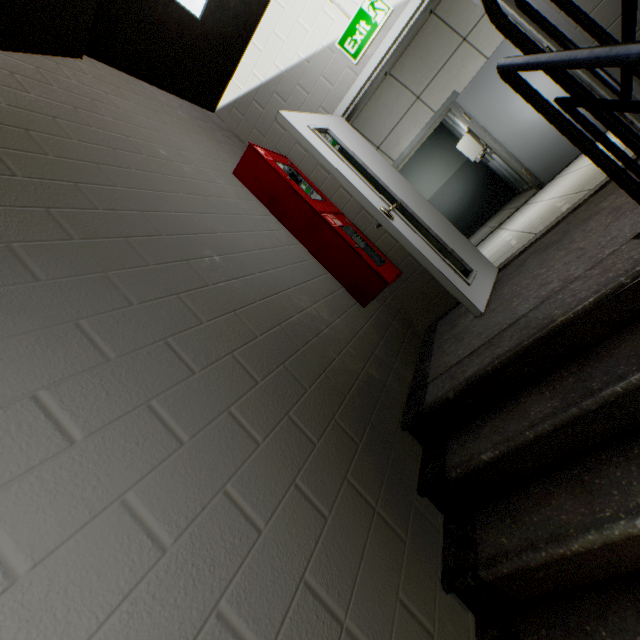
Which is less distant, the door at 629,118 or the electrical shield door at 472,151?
the door at 629,118

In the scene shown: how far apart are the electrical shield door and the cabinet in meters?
5.4 m

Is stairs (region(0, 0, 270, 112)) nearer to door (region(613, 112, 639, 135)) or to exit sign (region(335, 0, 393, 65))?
door (region(613, 112, 639, 135))

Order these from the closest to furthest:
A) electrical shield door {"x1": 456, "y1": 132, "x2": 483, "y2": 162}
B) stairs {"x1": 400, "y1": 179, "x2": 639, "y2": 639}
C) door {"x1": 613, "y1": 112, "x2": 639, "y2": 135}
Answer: stairs {"x1": 400, "y1": 179, "x2": 639, "y2": 639} < door {"x1": 613, "y1": 112, "x2": 639, "y2": 135} < electrical shield door {"x1": 456, "y1": 132, "x2": 483, "y2": 162}

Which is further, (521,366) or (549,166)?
(549,166)

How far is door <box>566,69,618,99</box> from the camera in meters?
2.3 m

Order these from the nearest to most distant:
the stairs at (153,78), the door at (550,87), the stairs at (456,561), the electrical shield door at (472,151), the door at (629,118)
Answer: the stairs at (456,561) < the stairs at (153,78) < the door at (629,118) < the door at (550,87) < the electrical shield door at (472,151)

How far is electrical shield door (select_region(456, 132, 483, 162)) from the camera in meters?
6.7 m
